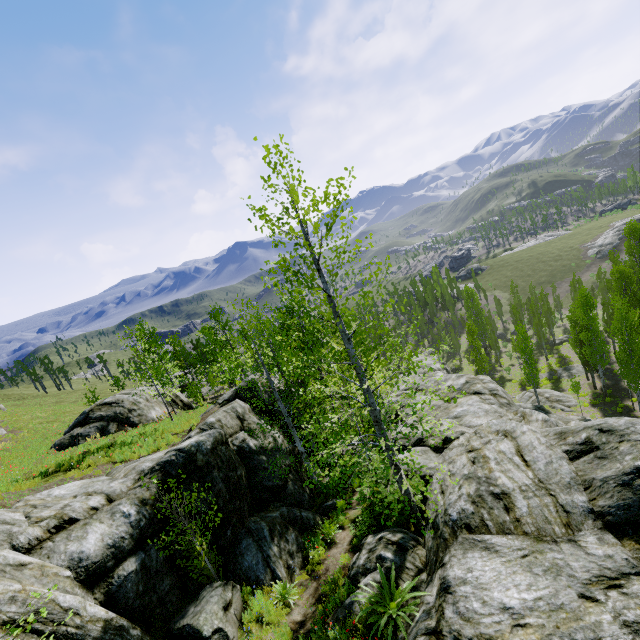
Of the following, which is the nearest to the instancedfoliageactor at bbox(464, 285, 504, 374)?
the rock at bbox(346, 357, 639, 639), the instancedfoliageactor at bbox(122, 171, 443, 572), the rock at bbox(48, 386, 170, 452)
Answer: the rock at bbox(346, 357, 639, 639)

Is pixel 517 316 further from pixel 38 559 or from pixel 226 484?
pixel 38 559

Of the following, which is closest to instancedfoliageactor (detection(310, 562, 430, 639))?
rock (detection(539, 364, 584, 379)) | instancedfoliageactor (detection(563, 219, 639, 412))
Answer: instancedfoliageactor (detection(563, 219, 639, 412))

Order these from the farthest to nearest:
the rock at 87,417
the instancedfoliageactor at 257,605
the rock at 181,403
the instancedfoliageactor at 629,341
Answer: the rock at 181,403, the instancedfoliageactor at 629,341, the rock at 87,417, the instancedfoliageactor at 257,605

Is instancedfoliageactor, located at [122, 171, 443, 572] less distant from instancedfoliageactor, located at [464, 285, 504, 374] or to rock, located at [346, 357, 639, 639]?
rock, located at [346, 357, 639, 639]

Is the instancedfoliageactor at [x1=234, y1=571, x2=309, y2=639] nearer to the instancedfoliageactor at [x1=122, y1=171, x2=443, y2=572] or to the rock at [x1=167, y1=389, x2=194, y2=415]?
the rock at [x1=167, y1=389, x2=194, y2=415]

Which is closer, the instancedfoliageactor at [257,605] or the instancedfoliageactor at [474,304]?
the instancedfoliageactor at [257,605]

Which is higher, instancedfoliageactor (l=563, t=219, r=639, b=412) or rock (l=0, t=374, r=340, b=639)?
rock (l=0, t=374, r=340, b=639)
